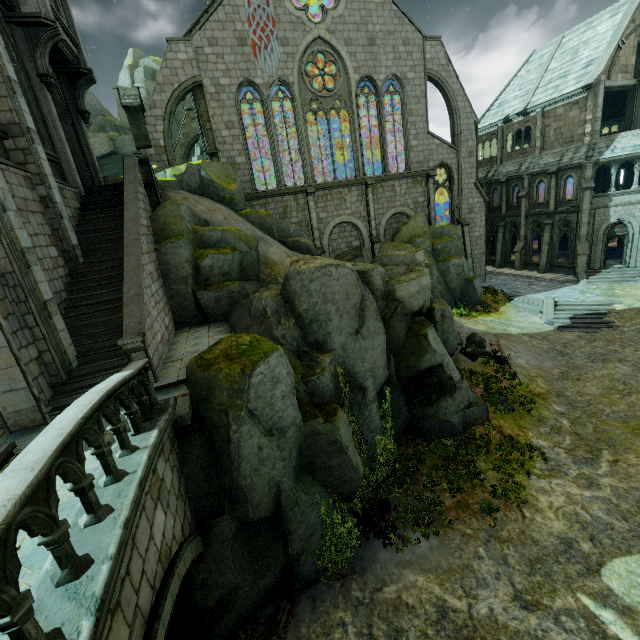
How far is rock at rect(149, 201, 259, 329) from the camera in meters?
13.2

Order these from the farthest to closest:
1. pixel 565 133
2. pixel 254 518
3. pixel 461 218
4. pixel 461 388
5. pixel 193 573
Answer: pixel 461 218 < pixel 565 133 < pixel 461 388 < pixel 254 518 < pixel 193 573

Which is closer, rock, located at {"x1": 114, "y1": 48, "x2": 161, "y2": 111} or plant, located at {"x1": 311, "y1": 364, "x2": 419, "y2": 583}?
plant, located at {"x1": 311, "y1": 364, "x2": 419, "y2": 583}

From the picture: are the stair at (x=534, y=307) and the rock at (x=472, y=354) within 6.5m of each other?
no

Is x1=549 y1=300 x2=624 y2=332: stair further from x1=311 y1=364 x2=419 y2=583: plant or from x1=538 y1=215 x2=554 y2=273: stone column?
x1=311 y1=364 x2=419 y2=583: plant

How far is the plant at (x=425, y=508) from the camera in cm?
980

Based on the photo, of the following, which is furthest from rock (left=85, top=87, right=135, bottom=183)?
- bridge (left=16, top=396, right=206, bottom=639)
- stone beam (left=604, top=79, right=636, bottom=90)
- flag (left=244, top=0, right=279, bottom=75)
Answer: stone beam (left=604, top=79, right=636, bottom=90)

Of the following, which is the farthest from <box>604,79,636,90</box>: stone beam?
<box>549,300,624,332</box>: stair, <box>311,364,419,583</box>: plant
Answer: <box>311,364,419,583</box>: plant
